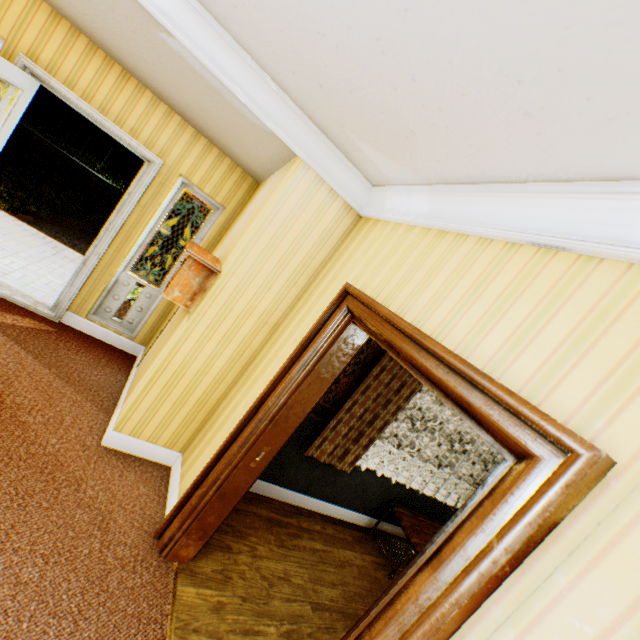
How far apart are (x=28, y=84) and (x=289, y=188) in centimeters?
284cm

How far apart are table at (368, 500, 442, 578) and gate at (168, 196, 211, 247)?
14.5 meters

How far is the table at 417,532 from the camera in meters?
3.8

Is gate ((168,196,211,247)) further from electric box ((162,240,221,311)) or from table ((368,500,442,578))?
table ((368,500,442,578))

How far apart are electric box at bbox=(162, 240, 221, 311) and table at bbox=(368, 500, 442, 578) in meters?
3.6

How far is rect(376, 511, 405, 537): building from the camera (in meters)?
4.54

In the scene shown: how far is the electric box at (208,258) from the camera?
2.8 meters

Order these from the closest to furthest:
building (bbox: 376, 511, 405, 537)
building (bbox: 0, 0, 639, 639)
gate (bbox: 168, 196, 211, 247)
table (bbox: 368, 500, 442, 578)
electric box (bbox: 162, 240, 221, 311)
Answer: building (bbox: 0, 0, 639, 639) → electric box (bbox: 162, 240, 221, 311) → table (bbox: 368, 500, 442, 578) → building (bbox: 376, 511, 405, 537) → gate (bbox: 168, 196, 211, 247)
